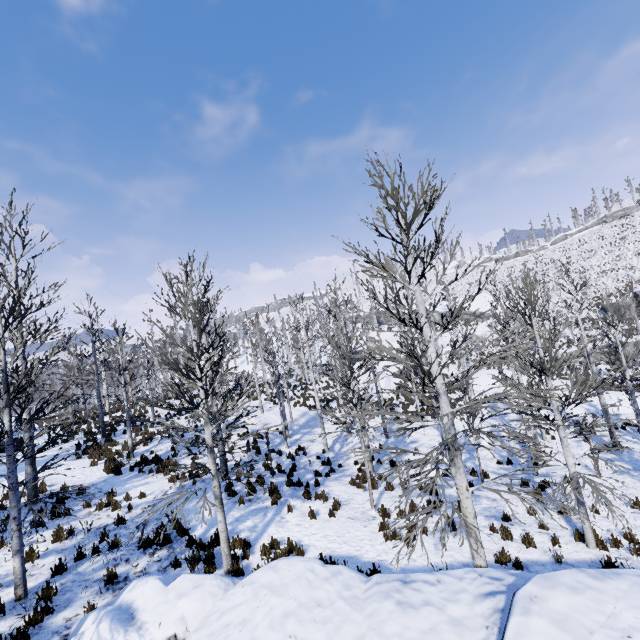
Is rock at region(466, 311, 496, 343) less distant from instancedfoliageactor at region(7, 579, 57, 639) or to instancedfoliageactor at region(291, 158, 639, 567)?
instancedfoliageactor at region(291, 158, 639, 567)

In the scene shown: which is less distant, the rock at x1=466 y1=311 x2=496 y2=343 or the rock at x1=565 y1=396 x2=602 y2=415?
the rock at x1=565 y1=396 x2=602 y2=415

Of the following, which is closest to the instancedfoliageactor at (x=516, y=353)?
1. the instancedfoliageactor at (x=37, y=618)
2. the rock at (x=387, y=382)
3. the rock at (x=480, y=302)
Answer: the rock at (x=387, y=382)

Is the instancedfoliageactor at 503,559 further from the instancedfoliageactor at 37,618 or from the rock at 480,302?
the rock at 480,302

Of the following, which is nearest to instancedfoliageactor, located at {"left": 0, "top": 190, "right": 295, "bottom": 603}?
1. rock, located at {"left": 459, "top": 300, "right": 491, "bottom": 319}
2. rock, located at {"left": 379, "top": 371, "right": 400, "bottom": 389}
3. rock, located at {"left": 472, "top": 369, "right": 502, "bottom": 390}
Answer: rock, located at {"left": 379, "top": 371, "right": 400, "bottom": 389}

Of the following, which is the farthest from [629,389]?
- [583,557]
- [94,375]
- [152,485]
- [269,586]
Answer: [94,375]

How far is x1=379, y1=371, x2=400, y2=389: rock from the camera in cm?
3209

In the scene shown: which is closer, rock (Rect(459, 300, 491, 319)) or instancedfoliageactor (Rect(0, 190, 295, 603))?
instancedfoliageactor (Rect(0, 190, 295, 603))
